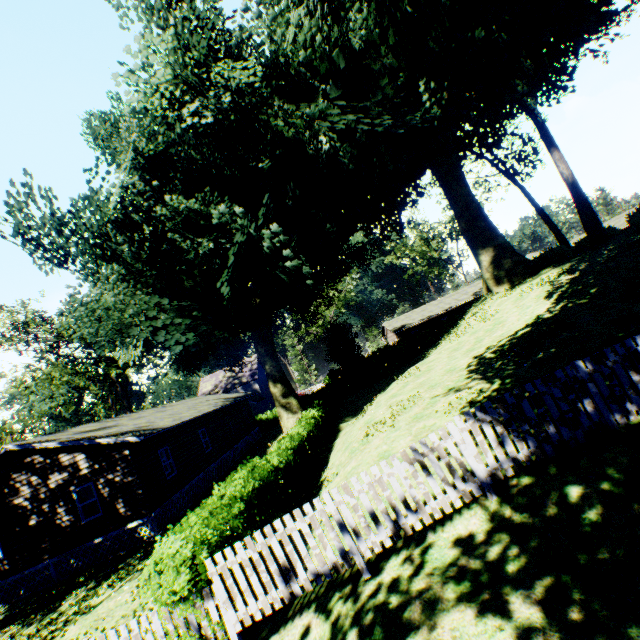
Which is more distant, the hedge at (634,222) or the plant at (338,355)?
the plant at (338,355)

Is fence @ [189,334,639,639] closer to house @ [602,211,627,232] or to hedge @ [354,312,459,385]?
hedge @ [354,312,459,385]

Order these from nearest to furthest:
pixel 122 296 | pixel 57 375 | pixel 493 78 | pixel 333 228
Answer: pixel 493 78, pixel 122 296, pixel 333 228, pixel 57 375

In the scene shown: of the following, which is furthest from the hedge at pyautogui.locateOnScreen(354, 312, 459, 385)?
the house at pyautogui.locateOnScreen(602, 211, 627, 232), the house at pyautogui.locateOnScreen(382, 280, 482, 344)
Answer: the house at pyautogui.locateOnScreen(602, 211, 627, 232)

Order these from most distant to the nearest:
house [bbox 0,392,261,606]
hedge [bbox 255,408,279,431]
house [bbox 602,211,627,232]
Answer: house [bbox 602,211,627,232] < hedge [bbox 255,408,279,431] < house [bbox 0,392,261,606]

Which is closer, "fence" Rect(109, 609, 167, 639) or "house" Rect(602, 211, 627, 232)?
"fence" Rect(109, 609, 167, 639)

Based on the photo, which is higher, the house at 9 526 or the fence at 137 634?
the house at 9 526

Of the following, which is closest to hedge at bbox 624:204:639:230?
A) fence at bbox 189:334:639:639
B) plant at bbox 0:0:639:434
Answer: plant at bbox 0:0:639:434
